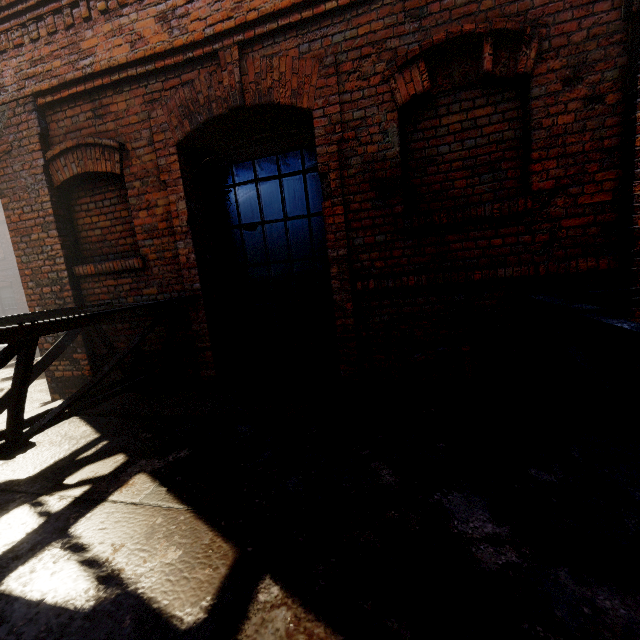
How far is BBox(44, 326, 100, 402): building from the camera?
4.13m

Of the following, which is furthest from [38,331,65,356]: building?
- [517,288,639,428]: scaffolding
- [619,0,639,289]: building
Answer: [619,0,639,289]: building

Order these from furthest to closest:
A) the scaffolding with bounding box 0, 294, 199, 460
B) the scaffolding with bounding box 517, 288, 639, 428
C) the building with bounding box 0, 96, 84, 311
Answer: the building with bounding box 0, 96, 84, 311, the scaffolding with bounding box 0, 294, 199, 460, the scaffolding with bounding box 517, 288, 639, 428

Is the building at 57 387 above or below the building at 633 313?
below

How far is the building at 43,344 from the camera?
4.18m

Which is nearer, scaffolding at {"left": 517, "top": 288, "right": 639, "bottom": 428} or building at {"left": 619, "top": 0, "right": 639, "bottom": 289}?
scaffolding at {"left": 517, "top": 288, "right": 639, "bottom": 428}

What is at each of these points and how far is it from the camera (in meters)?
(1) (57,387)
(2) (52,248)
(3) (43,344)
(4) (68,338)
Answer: (1) building, 4.34
(2) building, 3.94
(3) building, 4.26
(4) scaffolding, 3.38
